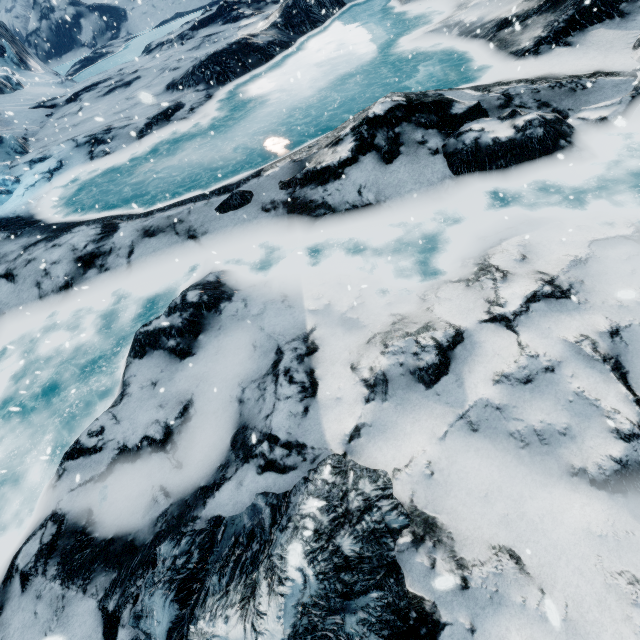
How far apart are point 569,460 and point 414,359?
1.6m
